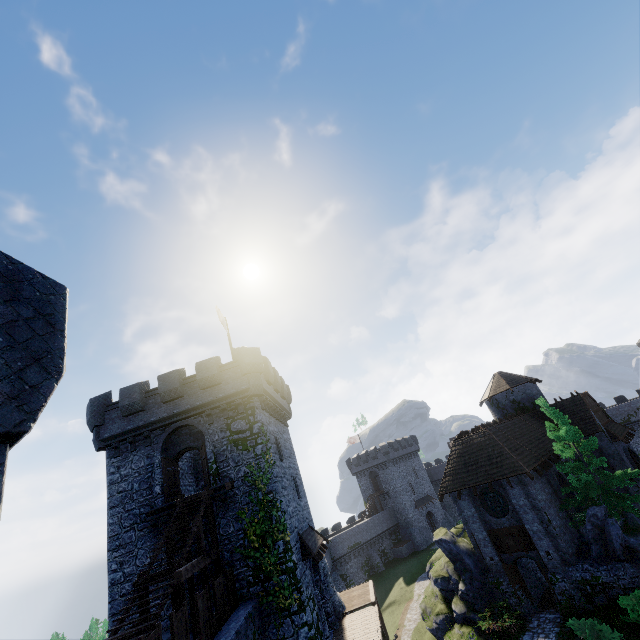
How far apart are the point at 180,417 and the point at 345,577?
43.2m

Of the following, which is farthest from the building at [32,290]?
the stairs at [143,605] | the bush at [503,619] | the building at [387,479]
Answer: the building at [387,479]

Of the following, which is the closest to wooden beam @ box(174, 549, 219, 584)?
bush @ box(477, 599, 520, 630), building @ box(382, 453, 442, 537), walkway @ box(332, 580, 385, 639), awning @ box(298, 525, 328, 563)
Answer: awning @ box(298, 525, 328, 563)

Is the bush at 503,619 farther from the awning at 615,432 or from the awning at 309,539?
the awning at 615,432

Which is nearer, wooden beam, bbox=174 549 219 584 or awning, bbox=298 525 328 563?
wooden beam, bbox=174 549 219 584

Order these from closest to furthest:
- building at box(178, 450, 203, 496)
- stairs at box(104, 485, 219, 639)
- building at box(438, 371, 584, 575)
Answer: stairs at box(104, 485, 219, 639)
building at box(438, 371, 584, 575)
building at box(178, 450, 203, 496)

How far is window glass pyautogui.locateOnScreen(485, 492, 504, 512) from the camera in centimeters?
2238cm

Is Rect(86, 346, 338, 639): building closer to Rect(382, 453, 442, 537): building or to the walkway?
the walkway
